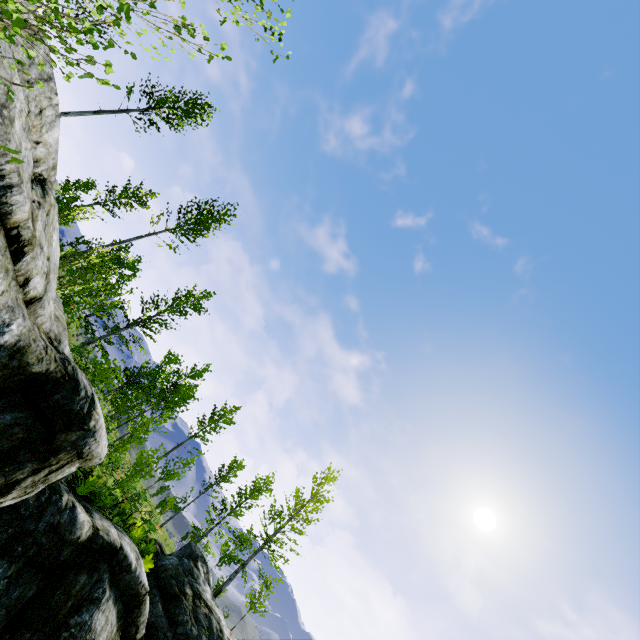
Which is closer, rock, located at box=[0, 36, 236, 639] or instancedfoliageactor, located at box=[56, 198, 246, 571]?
rock, located at box=[0, 36, 236, 639]

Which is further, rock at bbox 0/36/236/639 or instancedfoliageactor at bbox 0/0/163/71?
rock at bbox 0/36/236/639

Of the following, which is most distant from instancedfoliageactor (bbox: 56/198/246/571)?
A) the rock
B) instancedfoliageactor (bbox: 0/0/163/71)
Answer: instancedfoliageactor (bbox: 0/0/163/71)

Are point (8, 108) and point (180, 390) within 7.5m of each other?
no

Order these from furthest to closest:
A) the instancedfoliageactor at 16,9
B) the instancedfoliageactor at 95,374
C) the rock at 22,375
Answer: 1. the instancedfoliageactor at 95,374
2. the rock at 22,375
3. the instancedfoliageactor at 16,9

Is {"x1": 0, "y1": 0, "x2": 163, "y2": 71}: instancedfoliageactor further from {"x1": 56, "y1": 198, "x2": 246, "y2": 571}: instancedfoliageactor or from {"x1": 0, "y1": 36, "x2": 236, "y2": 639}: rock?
{"x1": 56, "y1": 198, "x2": 246, "y2": 571}: instancedfoliageactor

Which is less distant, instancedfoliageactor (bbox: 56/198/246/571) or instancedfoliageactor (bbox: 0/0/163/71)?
instancedfoliageactor (bbox: 0/0/163/71)

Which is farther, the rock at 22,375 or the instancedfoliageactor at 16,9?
the rock at 22,375
